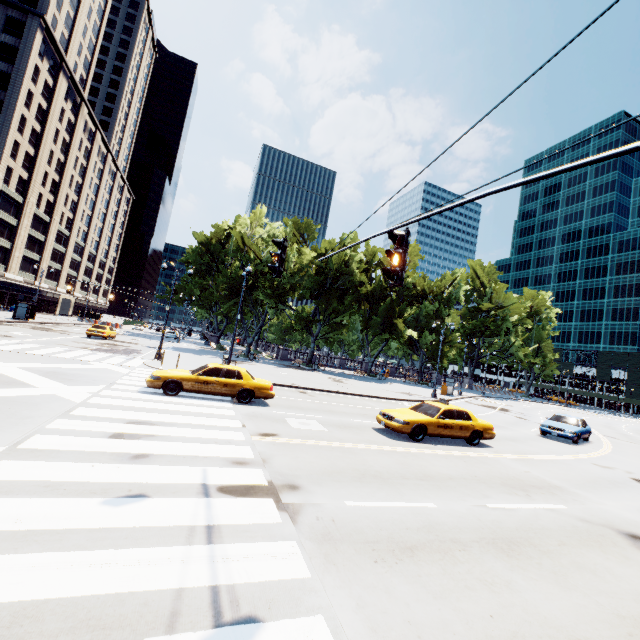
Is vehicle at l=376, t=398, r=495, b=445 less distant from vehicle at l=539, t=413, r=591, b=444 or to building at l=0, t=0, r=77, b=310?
vehicle at l=539, t=413, r=591, b=444

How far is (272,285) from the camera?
40.03m

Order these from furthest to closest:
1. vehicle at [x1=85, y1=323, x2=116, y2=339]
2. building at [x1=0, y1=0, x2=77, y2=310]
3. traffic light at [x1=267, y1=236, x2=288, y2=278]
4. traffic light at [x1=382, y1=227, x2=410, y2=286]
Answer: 1. building at [x1=0, y1=0, x2=77, y2=310]
2. vehicle at [x1=85, y1=323, x2=116, y2=339]
3. traffic light at [x1=267, y1=236, x2=288, y2=278]
4. traffic light at [x1=382, y1=227, x2=410, y2=286]

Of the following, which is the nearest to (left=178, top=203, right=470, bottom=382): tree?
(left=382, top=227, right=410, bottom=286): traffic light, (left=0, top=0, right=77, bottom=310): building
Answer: (left=0, top=0, right=77, bottom=310): building

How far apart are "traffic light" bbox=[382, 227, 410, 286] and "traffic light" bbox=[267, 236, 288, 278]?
2.7 meters

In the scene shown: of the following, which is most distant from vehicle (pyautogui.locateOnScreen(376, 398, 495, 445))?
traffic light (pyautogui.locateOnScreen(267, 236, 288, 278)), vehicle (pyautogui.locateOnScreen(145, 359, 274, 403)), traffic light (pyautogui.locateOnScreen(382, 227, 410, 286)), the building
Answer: the building

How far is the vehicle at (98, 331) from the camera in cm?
3213

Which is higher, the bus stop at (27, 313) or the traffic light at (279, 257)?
the traffic light at (279, 257)
